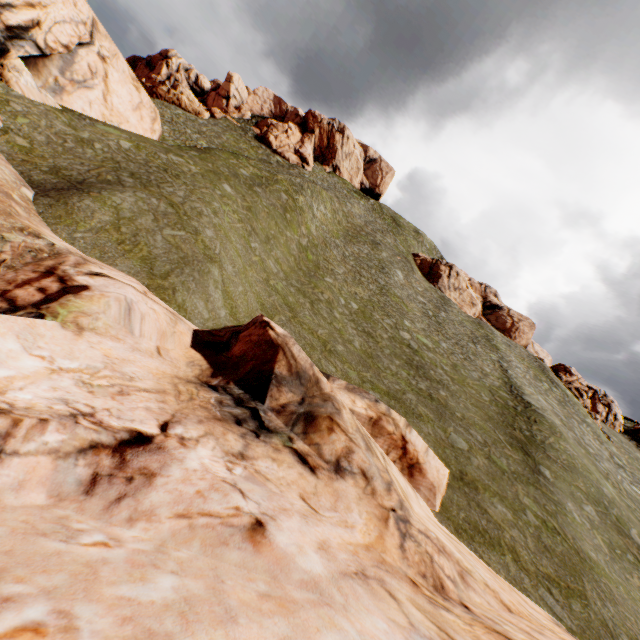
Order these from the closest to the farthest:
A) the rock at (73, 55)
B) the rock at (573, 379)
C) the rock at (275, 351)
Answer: the rock at (275, 351)
the rock at (73, 55)
the rock at (573, 379)

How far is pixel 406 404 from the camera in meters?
19.8

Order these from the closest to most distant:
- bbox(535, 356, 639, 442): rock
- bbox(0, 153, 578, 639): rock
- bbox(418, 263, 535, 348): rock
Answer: bbox(0, 153, 578, 639): rock, bbox(535, 356, 639, 442): rock, bbox(418, 263, 535, 348): rock

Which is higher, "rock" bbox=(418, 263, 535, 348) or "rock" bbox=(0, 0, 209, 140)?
"rock" bbox=(418, 263, 535, 348)

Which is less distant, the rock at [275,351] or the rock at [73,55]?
the rock at [275,351]

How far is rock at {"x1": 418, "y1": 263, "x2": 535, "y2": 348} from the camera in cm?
5406

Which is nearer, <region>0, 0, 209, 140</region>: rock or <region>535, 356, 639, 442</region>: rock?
<region>0, 0, 209, 140</region>: rock
